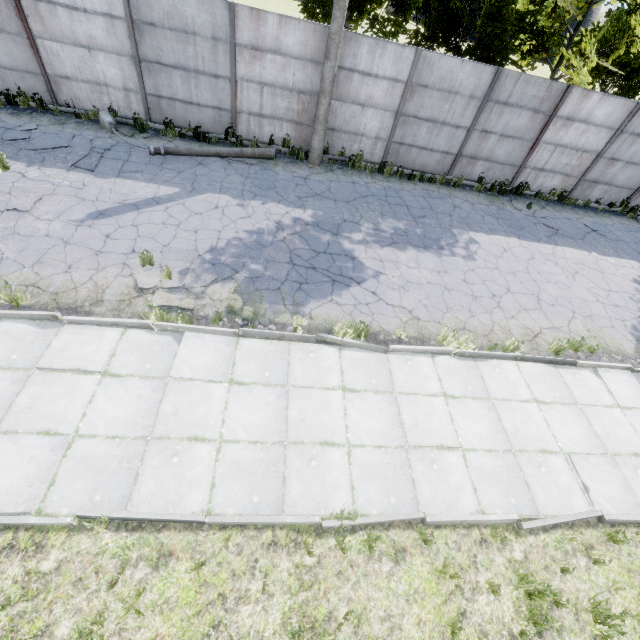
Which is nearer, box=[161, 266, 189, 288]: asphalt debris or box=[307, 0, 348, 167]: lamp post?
box=[161, 266, 189, 288]: asphalt debris

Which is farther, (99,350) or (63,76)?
(63,76)

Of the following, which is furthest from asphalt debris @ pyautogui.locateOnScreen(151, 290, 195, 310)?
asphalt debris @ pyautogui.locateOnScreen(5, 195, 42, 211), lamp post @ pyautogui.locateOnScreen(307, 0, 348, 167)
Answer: lamp post @ pyautogui.locateOnScreen(307, 0, 348, 167)

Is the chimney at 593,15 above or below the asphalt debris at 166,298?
above

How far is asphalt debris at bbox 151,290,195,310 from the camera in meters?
6.3

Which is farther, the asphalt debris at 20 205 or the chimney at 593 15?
the chimney at 593 15

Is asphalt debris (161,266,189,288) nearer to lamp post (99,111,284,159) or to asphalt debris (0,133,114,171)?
asphalt debris (0,133,114,171)
